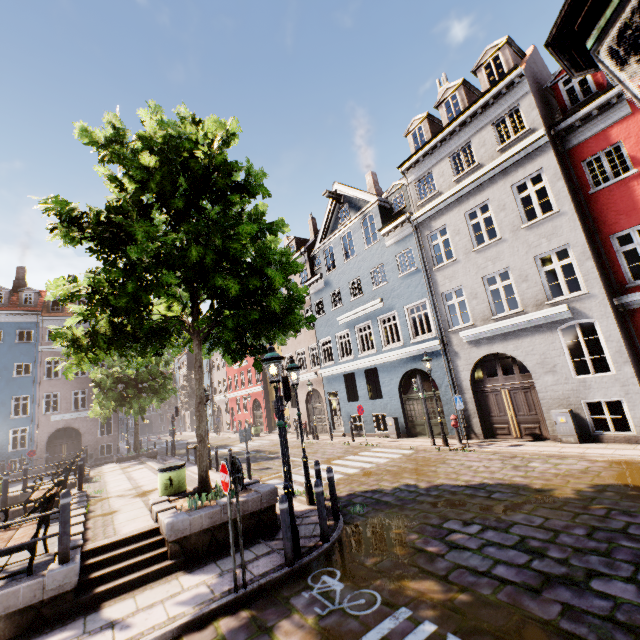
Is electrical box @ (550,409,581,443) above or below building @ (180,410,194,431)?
below

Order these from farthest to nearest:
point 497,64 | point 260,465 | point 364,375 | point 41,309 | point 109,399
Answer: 1. point 41,309
2. point 109,399
3. point 364,375
4. point 260,465
5. point 497,64

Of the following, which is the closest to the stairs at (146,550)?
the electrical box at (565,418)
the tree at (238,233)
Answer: the tree at (238,233)

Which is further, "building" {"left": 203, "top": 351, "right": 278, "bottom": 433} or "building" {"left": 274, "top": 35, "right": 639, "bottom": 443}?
"building" {"left": 203, "top": 351, "right": 278, "bottom": 433}

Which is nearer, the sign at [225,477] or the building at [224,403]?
the sign at [225,477]

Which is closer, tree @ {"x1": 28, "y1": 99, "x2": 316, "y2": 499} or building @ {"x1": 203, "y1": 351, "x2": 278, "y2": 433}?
tree @ {"x1": 28, "y1": 99, "x2": 316, "y2": 499}

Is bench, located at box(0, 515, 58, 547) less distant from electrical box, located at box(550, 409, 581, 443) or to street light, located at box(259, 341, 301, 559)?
street light, located at box(259, 341, 301, 559)

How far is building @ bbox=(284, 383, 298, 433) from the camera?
26.25m
